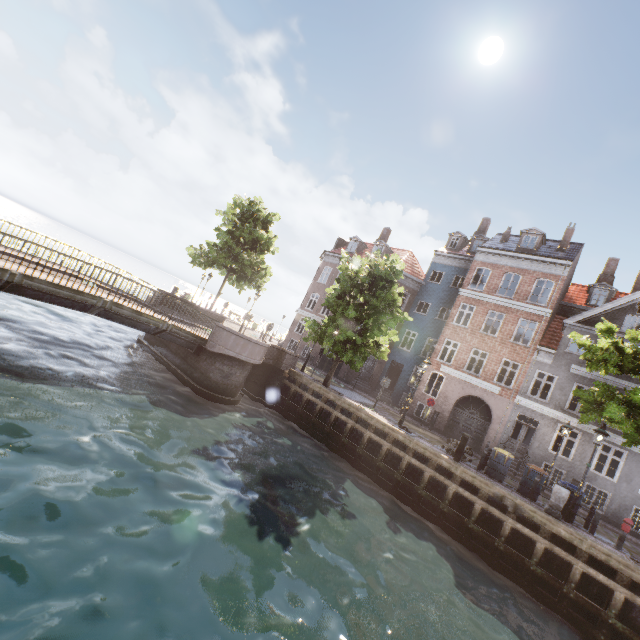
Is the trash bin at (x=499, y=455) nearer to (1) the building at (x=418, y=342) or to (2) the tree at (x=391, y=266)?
(2) the tree at (x=391, y=266)

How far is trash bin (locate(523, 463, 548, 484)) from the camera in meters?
13.3

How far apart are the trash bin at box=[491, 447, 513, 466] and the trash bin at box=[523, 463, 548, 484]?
0.4 meters

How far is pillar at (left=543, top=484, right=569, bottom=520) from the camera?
11.4m

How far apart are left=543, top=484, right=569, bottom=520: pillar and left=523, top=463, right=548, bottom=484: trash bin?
1.3m

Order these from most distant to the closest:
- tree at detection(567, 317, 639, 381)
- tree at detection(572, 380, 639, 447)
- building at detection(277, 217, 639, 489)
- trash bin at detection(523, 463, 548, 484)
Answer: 1. building at detection(277, 217, 639, 489)
2. trash bin at detection(523, 463, 548, 484)
3. tree at detection(567, 317, 639, 381)
4. tree at detection(572, 380, 639, 447)

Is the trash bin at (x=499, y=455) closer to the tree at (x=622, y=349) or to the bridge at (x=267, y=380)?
the tree at (x=622, y=349)

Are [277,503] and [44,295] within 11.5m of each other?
yes
